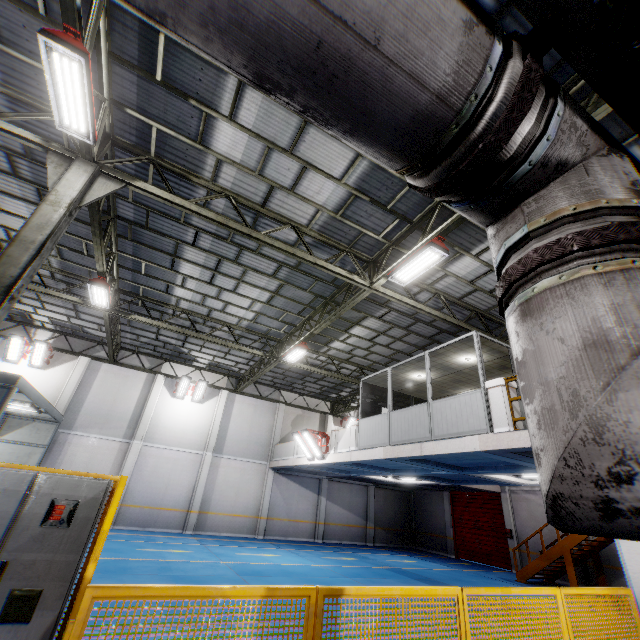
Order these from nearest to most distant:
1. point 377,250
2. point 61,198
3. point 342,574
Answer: point 61,198 < point 377,250 < point 342,574

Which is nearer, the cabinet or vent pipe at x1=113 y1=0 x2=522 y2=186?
vent pipe at x1=113 y1=0 x2=522 y2=186

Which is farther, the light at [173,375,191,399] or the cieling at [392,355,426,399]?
the light at [173,375,191,399]

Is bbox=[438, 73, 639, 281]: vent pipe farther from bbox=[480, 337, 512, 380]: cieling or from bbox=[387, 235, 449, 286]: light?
bbox=[480, 337, 512, 380]: cieling

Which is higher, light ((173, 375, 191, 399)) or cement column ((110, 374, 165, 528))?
light ((173, 375, 191, 399))

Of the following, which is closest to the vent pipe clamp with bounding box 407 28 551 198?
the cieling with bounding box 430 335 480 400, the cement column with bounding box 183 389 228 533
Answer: the cieling with bounding box 430 335 480 400

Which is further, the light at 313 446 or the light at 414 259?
the light at 313 446

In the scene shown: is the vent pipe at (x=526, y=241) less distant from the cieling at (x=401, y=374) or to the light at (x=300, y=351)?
the cieling at (x=401, y=374)
